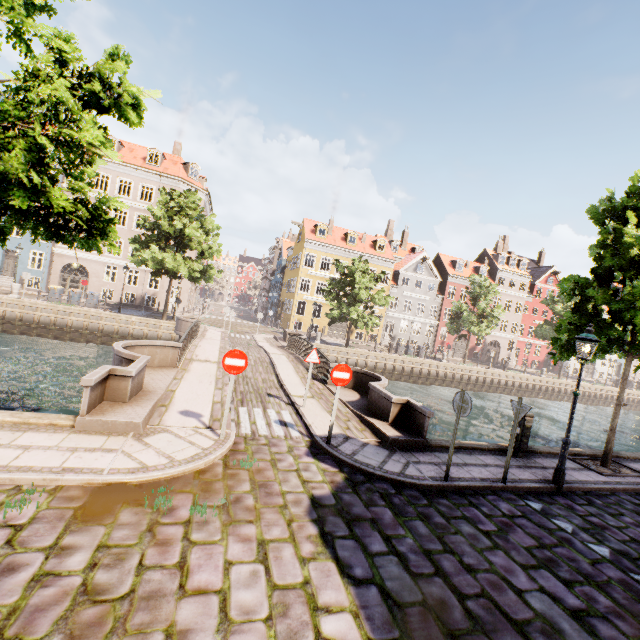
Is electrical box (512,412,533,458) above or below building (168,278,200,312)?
below

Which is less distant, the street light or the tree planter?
the street light

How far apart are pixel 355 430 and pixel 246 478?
3.9m

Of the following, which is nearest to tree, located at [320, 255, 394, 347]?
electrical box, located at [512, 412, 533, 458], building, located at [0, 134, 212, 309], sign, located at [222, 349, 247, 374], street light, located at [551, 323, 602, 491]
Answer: street light, located at [551, 323, 602, 491]

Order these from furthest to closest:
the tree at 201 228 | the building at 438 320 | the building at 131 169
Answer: the building at 438 320
the building at 131 169
the tree at 201 228

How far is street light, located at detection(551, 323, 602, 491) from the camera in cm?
738

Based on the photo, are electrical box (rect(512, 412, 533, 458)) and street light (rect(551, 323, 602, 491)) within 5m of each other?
yes

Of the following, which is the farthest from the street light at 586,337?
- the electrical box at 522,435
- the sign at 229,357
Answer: the sign at 229,357
